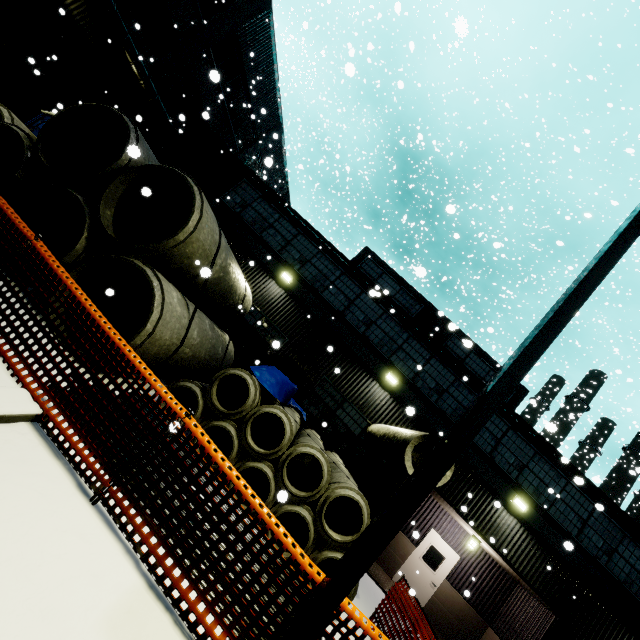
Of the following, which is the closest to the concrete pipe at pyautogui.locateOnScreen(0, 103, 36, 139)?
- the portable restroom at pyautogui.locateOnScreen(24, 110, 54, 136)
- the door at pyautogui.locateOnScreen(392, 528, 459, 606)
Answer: the portable restroom at pyautogui.locateOnScreen(24, 110, 54, 136)

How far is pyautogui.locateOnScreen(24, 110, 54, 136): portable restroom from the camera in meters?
10.7

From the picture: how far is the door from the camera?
12.44m

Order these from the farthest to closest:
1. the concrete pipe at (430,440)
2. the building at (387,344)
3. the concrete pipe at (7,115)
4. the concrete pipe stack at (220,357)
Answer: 1. the building at (387,344)
2. the concrete pipe at (7,115)
3. the concrete pipe at (430,440)
4. the concrete pipe stack at (220,357)

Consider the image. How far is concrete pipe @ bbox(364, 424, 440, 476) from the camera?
7.0m

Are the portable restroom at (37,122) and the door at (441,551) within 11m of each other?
no

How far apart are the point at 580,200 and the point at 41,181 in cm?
3710

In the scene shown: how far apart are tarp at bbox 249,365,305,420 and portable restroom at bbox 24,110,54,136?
10.08m
